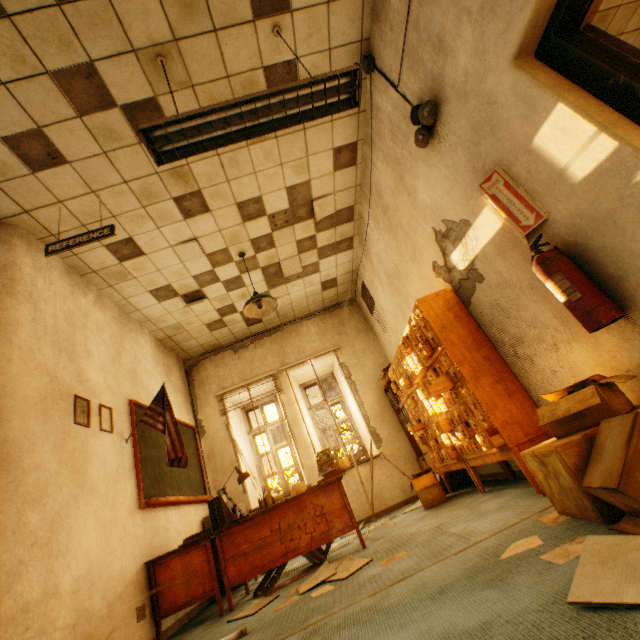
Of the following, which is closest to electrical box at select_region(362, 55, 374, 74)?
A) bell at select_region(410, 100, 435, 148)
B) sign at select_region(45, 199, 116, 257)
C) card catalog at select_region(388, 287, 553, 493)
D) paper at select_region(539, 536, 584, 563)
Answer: bell at select_region(410, 100, 435, 148)

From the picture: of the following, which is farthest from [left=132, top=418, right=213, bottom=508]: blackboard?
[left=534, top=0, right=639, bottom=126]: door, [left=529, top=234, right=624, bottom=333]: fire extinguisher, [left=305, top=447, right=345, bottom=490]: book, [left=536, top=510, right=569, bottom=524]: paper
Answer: [left=534, top=0, right=639, bottom=126]: door

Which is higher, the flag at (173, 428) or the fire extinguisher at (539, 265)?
the flag at (173, 428)

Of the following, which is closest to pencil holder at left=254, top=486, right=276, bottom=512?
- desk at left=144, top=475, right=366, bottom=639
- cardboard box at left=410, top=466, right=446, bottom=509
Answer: desk at left=144, top=475, right=366, bottom=639

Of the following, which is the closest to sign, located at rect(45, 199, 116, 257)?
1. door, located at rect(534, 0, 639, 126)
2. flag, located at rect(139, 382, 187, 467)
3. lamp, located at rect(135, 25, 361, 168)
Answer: lamp, located at rect(135, 25, 361, 168)

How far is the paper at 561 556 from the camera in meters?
1.3 m

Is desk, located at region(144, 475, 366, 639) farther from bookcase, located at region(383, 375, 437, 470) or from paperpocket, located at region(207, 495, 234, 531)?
bookcase, located at region(383, 375, 437, 470)

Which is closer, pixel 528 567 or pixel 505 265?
pixel 528 567
